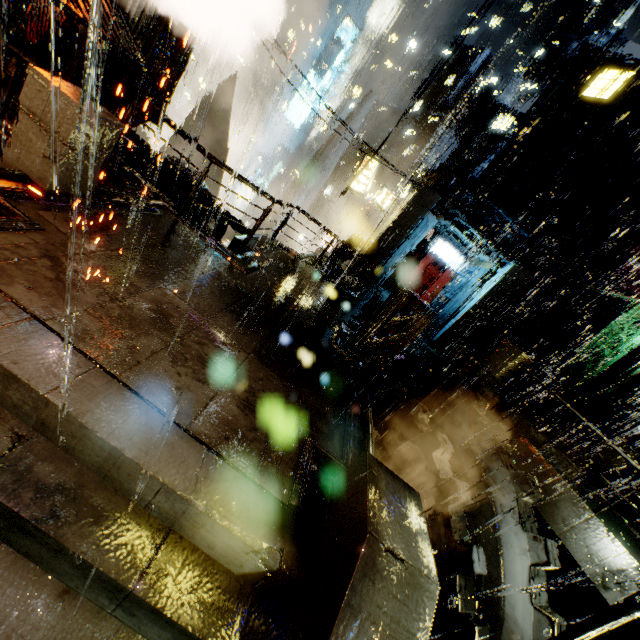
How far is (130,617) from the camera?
2.5 meters

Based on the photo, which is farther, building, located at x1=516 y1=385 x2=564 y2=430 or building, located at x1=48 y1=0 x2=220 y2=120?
building, located at x1=516 y1=385 x2=564 y2=430

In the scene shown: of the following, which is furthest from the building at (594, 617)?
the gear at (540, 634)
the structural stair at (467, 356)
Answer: the gear at (540, 634)

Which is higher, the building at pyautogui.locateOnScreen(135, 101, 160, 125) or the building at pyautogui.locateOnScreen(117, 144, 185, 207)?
the building at pyautogui.locateOnScreen(135, 101, 160, 125)

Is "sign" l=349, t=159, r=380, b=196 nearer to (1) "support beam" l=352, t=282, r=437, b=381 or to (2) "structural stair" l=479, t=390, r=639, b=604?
(2) "structural stair" l=479, t=390, r=639, b=604

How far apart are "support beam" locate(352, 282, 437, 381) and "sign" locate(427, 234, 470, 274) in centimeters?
1274cm

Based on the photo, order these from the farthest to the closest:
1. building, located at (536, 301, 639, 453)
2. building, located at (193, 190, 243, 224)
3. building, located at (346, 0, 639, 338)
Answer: building, located at (346, 0, 639, 338) < building, located at (536, 301, 639, 453) < building, located at (193, 190, 243, 224)

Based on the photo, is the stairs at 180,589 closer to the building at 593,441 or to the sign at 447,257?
the building at 593,441
